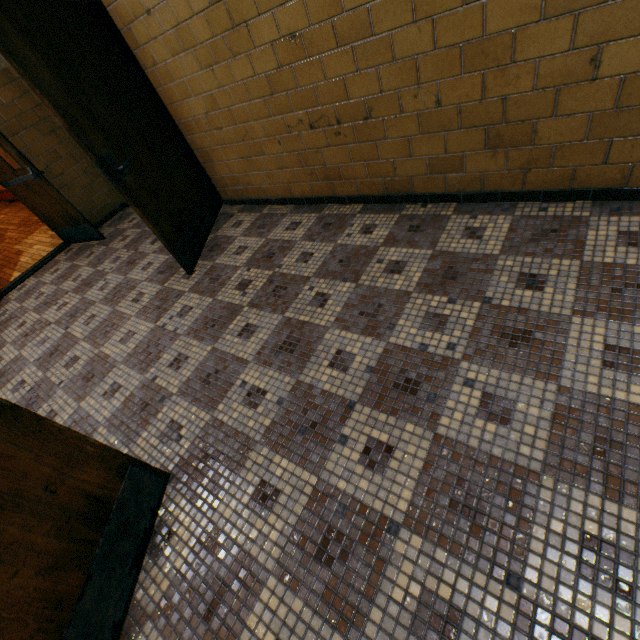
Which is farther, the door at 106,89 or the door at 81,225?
the door at 81,225

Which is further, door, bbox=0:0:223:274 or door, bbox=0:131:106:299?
door, bbox=0:131:106:299

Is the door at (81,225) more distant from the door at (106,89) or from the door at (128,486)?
the door at (128,486)

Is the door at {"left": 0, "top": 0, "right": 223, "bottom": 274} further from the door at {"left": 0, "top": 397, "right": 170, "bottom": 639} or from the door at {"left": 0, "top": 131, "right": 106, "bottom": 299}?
the door at {"left": 0, "top": 397, "right": 170, "bottom": 639}

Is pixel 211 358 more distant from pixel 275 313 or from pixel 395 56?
pixel 395 56

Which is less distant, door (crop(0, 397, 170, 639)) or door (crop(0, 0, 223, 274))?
door (crop(0, 397, 170, 639))

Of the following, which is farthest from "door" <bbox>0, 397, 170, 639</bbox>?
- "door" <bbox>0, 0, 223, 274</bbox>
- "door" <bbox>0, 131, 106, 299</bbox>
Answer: "door" <bbox>0, 131, 106, 299</bbox>

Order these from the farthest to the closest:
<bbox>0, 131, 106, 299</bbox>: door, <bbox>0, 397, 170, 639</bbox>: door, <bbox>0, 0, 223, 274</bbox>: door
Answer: <bbox>0, 131, 106, 299</bbox>: door < <bbox>0, 0, 223, 274</bbox>: door < <bbox>0, 397, 170, 639</bbox>: door
